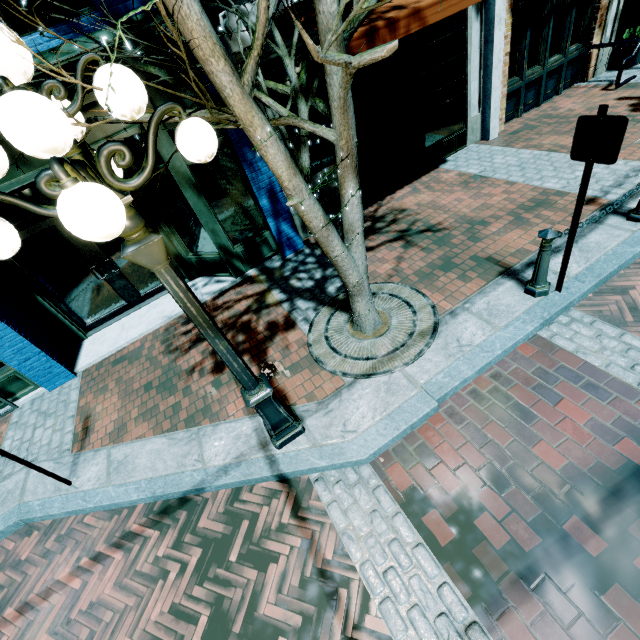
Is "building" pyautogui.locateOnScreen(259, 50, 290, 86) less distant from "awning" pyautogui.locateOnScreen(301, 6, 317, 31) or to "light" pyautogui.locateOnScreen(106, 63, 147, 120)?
"awning" pyautogui.locateOnScreen(301, 6, 317, 31)

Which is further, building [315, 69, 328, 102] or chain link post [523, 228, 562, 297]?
building [315, 69, 328, 102]

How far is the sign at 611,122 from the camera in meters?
2.7

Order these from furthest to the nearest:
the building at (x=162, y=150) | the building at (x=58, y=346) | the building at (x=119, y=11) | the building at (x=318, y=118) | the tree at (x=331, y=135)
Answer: the building at (x=318, y=118)
the building at (x=58, y=346)
the building at (x=162, y=150)
the building at (x=119, y=11)
the tree at (x=331, y=135)

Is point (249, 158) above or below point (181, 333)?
above

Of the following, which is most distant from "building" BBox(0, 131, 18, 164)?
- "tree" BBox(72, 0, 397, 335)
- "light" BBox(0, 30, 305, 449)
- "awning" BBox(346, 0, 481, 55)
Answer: "light" BBox(0, 30, 305, 449)

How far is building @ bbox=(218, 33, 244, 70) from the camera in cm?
454

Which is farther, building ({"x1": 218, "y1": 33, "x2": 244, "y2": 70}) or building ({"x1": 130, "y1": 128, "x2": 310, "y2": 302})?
building ({"x1": 130, "y1": 128, "x2": 310, "y2": 302})
